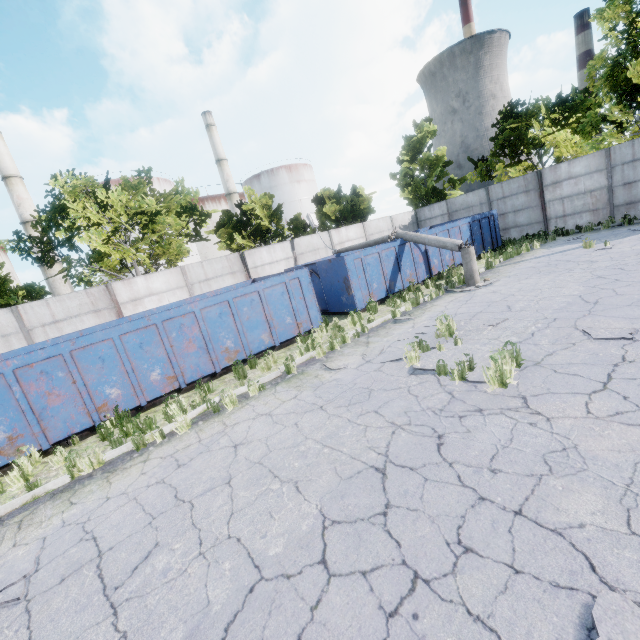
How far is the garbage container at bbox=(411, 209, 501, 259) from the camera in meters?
15.2 m

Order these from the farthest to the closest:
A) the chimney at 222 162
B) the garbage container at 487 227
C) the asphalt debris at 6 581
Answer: the chimney at 222 162 → the garbage container at 487 227 → the asphalt debris at 6 581

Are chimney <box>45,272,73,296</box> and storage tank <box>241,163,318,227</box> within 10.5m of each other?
no

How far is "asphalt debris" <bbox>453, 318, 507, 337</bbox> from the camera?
7.23m

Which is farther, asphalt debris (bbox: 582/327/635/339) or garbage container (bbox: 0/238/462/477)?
garbage container (bbox: 0/238/462/477)

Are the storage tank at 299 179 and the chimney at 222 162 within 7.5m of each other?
yes

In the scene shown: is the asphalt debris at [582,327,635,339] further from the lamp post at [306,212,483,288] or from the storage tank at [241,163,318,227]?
the storage tank at [241,163,318,227]

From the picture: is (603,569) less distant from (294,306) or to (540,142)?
(294,306)
